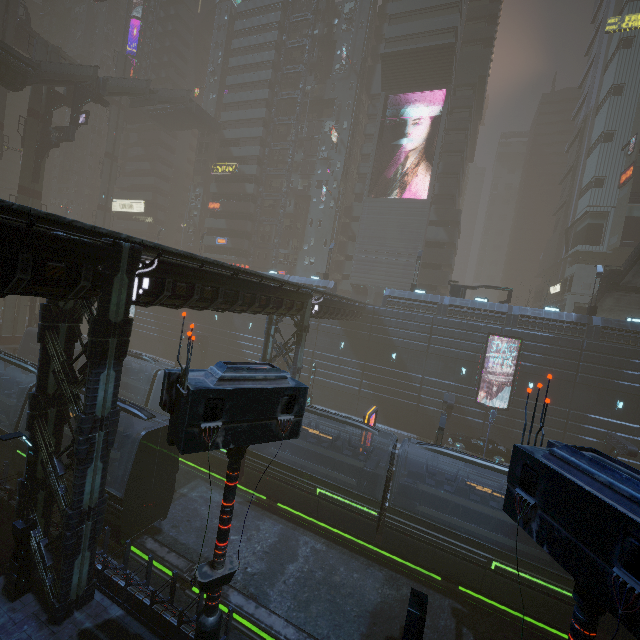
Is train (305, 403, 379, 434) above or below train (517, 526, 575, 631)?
above

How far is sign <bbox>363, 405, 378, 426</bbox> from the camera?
20.17m

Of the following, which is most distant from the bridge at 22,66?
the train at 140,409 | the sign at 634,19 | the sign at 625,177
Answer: the sign at 634,19

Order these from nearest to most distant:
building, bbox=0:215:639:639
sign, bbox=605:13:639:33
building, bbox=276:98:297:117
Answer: building, bbox=0:215:639:639, sign, bbox=605:13:639:33, building, bbox=276:98:297:117

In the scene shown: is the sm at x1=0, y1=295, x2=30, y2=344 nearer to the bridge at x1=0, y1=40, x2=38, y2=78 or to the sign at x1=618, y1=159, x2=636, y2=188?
the bridge at x1=0, y1=40, x2=38, y2=78

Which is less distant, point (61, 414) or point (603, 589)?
point (603, 589)

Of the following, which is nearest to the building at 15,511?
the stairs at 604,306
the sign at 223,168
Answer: the sign at 223,168

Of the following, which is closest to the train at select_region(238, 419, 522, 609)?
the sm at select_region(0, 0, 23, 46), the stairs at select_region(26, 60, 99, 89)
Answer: the sm at select_region(0, 0, 23, 46)
